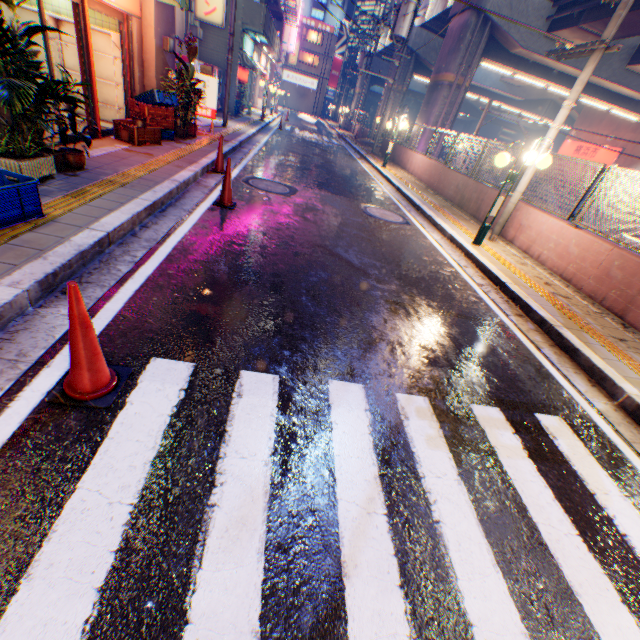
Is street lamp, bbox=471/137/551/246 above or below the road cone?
above

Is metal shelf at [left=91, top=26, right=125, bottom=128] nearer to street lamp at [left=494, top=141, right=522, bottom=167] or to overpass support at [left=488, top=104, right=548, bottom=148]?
street lamp at [left=494, top=141, right=522, bottom=167]

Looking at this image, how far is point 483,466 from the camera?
2.6m

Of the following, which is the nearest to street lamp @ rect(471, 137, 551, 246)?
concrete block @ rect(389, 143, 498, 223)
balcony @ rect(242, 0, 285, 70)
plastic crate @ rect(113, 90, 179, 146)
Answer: concrete block @ rect(389, 143, 498, 223)

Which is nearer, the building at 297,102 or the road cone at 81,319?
the road cone at 81,319

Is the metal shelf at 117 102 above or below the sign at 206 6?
below

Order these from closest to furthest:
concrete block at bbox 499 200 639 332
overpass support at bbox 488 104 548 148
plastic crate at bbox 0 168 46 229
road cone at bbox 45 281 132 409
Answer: road cone at bbox 45 281 132 409, plastic crate at bbox 0 168 46 229, concrete block at bbox 499 200 639 332, overpass support at bbox 488 104 548 148

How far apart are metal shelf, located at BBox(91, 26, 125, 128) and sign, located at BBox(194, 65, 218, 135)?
2.9 meters
